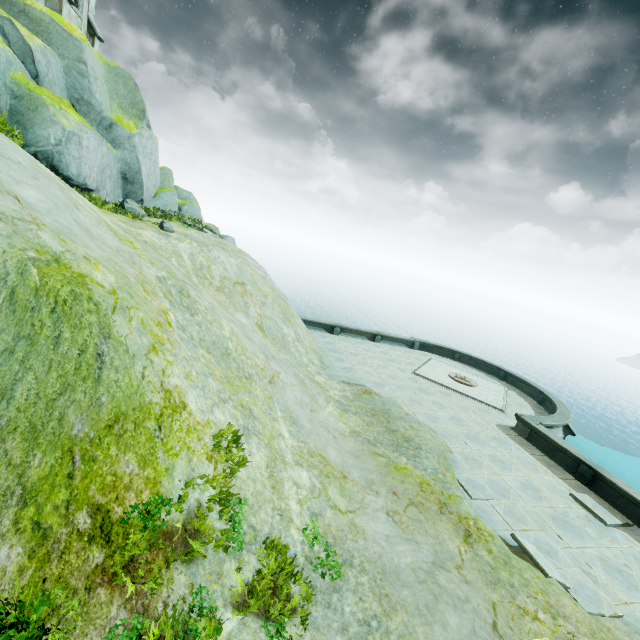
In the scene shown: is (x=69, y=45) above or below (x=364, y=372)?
above

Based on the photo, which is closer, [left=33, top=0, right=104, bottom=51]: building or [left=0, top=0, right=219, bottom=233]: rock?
[left=0, top=0, right=219, bottom=233]: rock

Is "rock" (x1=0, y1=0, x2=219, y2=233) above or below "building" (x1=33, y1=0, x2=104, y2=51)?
below

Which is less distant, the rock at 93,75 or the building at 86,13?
the rock at 93,75

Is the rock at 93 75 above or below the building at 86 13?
below
